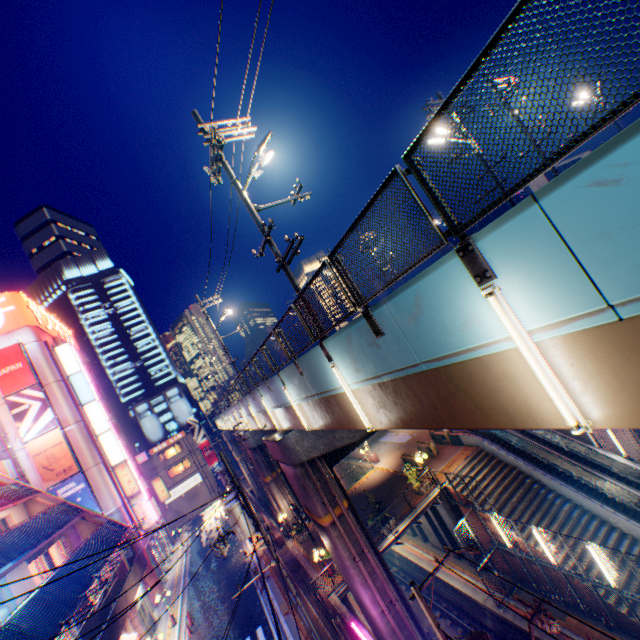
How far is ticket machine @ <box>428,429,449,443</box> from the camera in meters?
26.1

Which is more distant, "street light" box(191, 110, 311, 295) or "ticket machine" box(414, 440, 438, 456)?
"ticket machine" box(414, 440, 438, 456)

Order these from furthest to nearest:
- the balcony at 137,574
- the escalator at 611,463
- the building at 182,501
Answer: the building at 182,501 < the balcony at 137,574 < the escalator at 611,463

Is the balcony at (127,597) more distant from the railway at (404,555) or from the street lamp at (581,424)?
the street lamp at (581,424)

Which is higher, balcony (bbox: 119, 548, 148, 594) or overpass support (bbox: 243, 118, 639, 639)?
overpass support (bbox: 243, 118, 639, 639)

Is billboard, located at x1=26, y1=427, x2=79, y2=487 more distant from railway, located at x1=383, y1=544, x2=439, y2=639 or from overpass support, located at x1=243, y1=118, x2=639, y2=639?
railway, located at x1=383, y1=544, x2=439, y2=639

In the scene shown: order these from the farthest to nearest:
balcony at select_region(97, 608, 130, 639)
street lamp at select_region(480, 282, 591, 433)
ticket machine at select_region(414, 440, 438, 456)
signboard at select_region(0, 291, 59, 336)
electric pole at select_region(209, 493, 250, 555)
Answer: signboard at select_region(0, 291, 59, 336) < ticket machine at select_region(414, 440, 438, 456) < balcony at select_region(97, 608, 130, 639) < electric pole at select_region(209, 493, 250, 555) < street lamp at select_region(480, 282, 591, 433)

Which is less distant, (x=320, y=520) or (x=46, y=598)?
(x=46, y=598)
